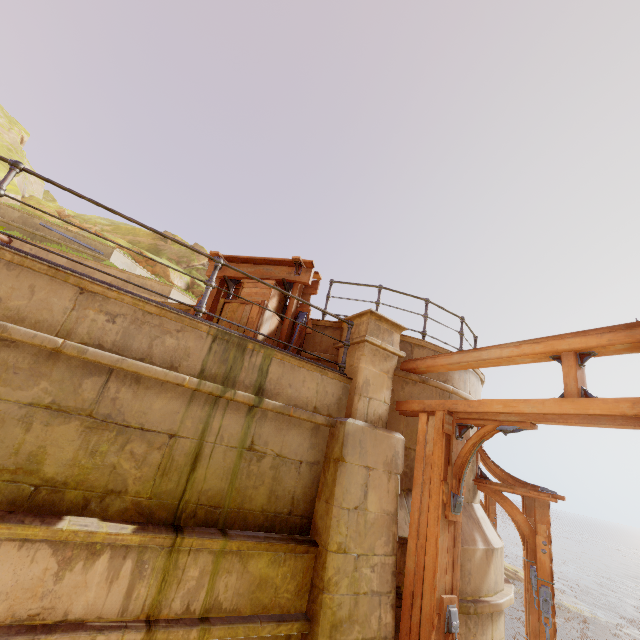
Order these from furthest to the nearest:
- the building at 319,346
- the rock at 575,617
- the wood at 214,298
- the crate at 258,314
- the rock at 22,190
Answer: the rock at 575,617 → the rock at 22,190 → the wood at 214,298 → the building at 319,346 → the crate at 258,314

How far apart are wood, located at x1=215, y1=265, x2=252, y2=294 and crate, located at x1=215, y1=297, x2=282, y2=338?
0.02m

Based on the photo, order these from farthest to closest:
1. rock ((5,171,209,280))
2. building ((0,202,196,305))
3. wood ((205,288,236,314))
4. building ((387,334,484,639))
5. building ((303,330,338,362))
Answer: rock ((5,171,209,280)) < building ((0,202,196,305)) < wood ((205,288,236,314)) < building ((303,330,338,362)) < building ((387,334,484,639))

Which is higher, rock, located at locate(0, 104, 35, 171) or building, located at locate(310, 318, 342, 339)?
rock, located at locate(0, 104, 35, 171)

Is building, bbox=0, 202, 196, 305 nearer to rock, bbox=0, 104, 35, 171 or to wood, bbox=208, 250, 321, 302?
wood, bbox=208, 250, 321, 302

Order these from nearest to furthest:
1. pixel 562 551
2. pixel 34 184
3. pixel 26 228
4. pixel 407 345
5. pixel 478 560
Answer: pixel 478 560 < pixel 407 345 < pixel 26 228 < pixel 34 184 < pixel 562 551

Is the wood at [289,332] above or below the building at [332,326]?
below
